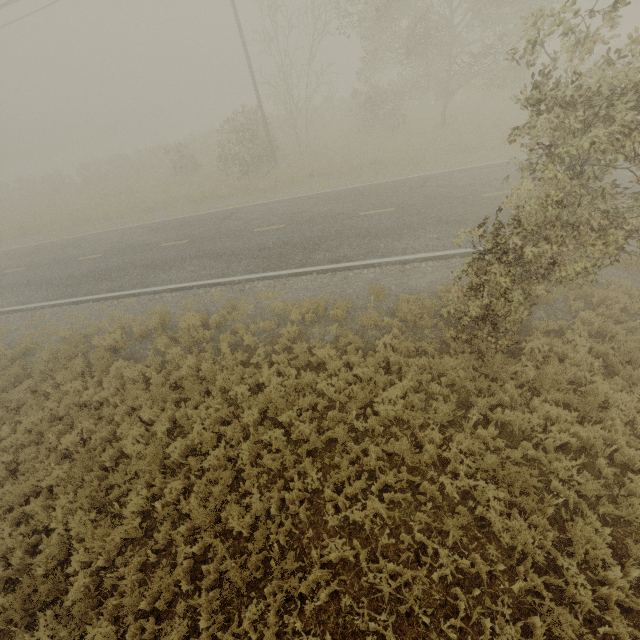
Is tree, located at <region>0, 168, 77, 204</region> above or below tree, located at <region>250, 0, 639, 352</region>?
below

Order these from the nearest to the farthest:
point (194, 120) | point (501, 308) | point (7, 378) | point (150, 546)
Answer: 1. point (501, 308)
2. point (150, 546)
3. point (7, 378)
4. point (194, 120)

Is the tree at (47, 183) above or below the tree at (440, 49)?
below

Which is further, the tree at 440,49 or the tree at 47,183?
the tree at 47,183

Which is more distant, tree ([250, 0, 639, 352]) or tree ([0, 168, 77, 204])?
tree ([0, 168, 77, 204])
